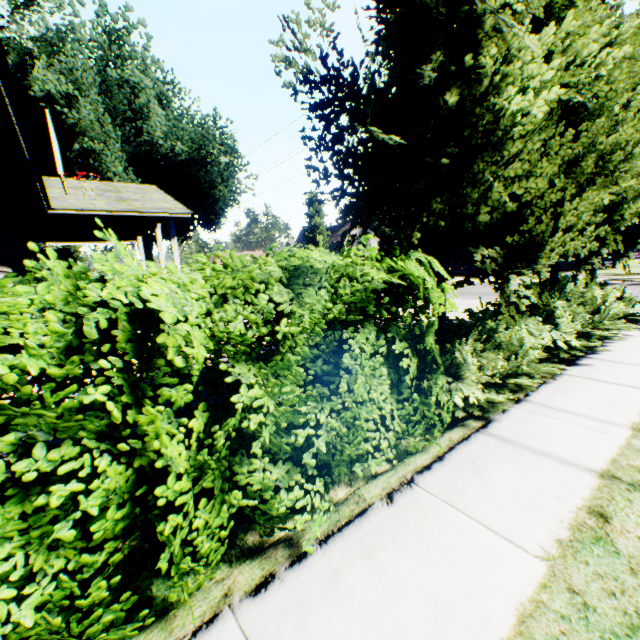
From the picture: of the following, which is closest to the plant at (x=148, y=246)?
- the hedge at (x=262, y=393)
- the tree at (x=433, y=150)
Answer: the hedge at (x=262, y=393)

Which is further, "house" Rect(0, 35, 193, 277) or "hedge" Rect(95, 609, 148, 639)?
"house" Rect(0, 35, 193, 277)

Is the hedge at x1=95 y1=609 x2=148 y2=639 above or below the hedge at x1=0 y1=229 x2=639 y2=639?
below

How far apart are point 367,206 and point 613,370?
5.2 meters

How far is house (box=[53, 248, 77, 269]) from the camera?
32.02m

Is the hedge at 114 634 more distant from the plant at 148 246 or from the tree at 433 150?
the plant at 148 246

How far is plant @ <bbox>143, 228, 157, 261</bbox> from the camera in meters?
31.3

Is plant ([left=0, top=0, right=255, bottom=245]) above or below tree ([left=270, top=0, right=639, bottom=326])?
above
